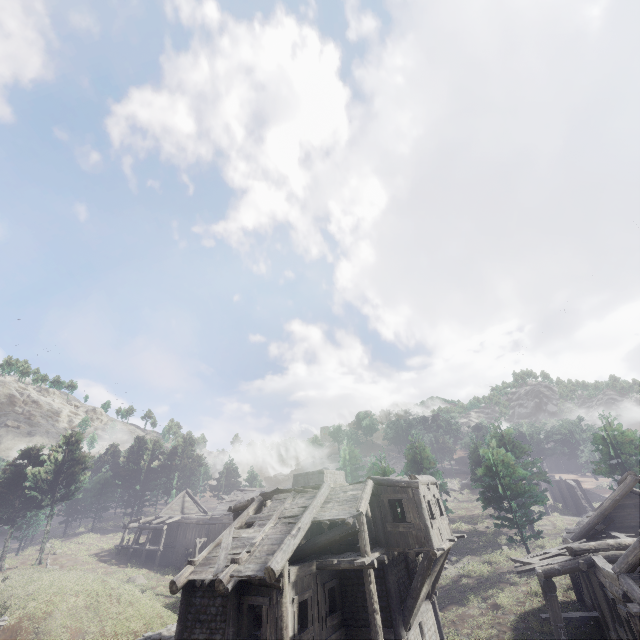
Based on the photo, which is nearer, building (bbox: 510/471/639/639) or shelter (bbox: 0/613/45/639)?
building (bbox: 510/471/639/639)

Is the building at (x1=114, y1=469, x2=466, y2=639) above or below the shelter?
above

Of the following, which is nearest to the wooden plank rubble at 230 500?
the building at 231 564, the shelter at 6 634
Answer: the shelter at 6 634

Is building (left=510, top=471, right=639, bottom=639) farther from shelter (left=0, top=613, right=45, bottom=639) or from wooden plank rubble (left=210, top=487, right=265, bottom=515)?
wooden plank rubble (left=210, top=487, right=265, bottom=515)

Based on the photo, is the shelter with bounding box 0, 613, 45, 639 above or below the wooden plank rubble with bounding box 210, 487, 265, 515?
below

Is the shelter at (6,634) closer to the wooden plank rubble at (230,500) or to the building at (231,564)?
the building at (231,564)

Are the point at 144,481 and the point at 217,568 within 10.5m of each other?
no
